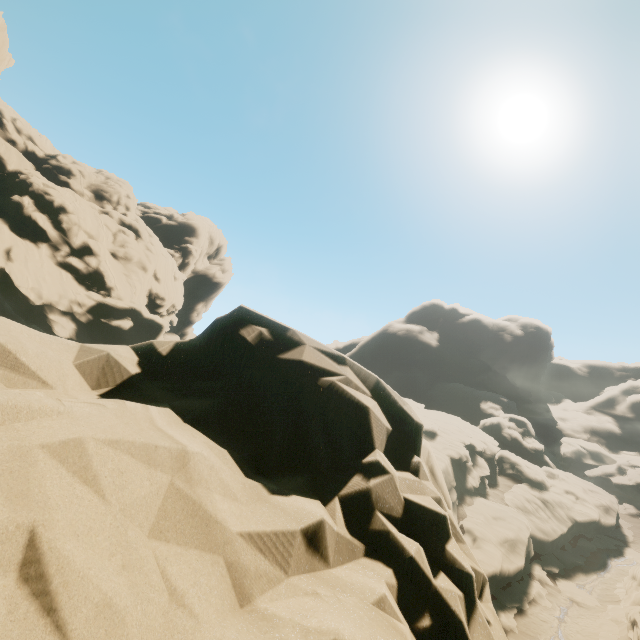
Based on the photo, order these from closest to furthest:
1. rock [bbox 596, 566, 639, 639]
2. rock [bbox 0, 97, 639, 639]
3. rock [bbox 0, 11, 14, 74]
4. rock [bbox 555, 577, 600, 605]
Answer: rock [bbox 0, 97, 639, 639], rock [bbox 596, 566, 639, 639], rock [bbox 555, 577, 600, 605], rock [bbox 0, 11, 14, 74]

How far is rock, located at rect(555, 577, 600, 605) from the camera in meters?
25.5 m

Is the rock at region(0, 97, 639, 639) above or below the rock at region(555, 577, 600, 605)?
above

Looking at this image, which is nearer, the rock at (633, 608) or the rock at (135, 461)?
the rock at (135, 461)

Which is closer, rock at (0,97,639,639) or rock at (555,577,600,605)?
rock at (0,97,639,639)

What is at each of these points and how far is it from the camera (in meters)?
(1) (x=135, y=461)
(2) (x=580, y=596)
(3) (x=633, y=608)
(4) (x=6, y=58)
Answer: (1) rock, 2.23
(2) rock, 25.86
(3) rock, 20.38
(4) rock, 29.95

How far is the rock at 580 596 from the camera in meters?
25.5 m
